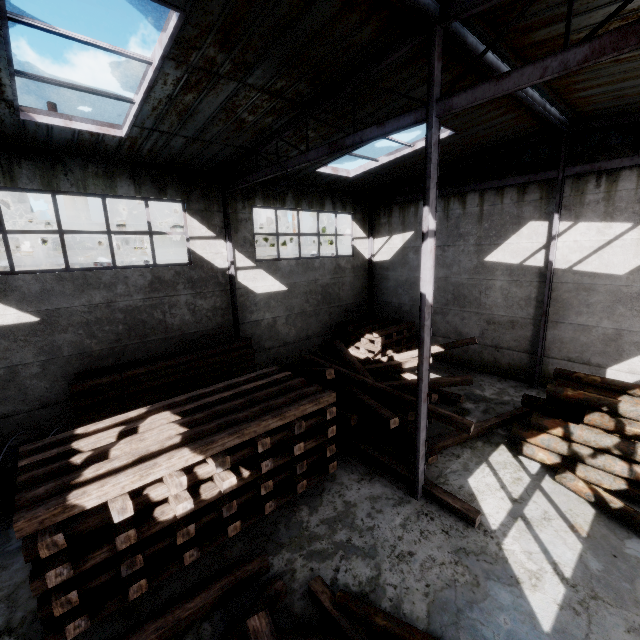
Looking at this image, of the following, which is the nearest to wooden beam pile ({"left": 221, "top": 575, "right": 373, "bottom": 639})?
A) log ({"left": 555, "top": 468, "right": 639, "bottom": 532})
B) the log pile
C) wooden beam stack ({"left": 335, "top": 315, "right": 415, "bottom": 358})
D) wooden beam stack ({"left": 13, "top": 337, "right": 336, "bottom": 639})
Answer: wooden beam stack ({"left": 13, "top": 337, "right": 336, "bottom": 639})

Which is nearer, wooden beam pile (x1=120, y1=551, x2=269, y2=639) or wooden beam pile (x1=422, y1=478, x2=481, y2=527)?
wooden beam pile (x1=120, y1=551, x2=269, y2=639)

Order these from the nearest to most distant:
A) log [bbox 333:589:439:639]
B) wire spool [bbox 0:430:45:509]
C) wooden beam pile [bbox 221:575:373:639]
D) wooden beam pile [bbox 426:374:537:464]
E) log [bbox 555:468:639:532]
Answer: wooden beam pile [bbox 221:575:373:639], log [bbox 333:589:439:639], log [bbox 555:468:639:532], wire spool [bbox 0:430:45:509], wooden beam pile [bbox 426:374:537:464]

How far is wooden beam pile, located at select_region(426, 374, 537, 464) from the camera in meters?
7.5 m

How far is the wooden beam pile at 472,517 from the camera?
6.0 meters

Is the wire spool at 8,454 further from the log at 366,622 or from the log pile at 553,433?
the log pile at 553,433

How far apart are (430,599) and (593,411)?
5.39m
